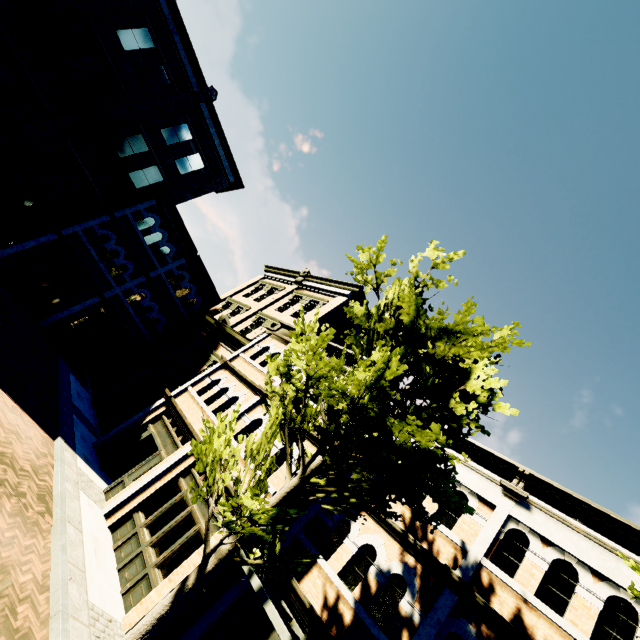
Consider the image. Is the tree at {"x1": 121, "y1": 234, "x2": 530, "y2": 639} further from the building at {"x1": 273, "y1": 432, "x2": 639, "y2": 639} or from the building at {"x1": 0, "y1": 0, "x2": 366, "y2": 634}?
the building at {"x1": 0, "y1": 0, "x2": 366, "y2": 634}

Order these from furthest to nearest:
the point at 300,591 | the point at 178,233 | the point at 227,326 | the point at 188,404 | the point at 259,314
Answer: the point at 178,233 < the point at 259,314 < the point at 227,326 < the point at 188,404 < the point at 300,591

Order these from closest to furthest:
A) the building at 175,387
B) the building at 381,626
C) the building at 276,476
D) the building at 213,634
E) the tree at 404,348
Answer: the tree at 404,348 < the building at 381,626 < the building at 213,634 < the building at 276,476 < the building at 175,387

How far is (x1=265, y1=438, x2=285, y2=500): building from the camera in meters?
9.1 m

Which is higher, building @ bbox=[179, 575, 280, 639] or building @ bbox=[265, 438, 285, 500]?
building @ bbox=[265, 438, 285, 500]

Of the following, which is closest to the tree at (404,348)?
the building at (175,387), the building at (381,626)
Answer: the building at (381,626)
